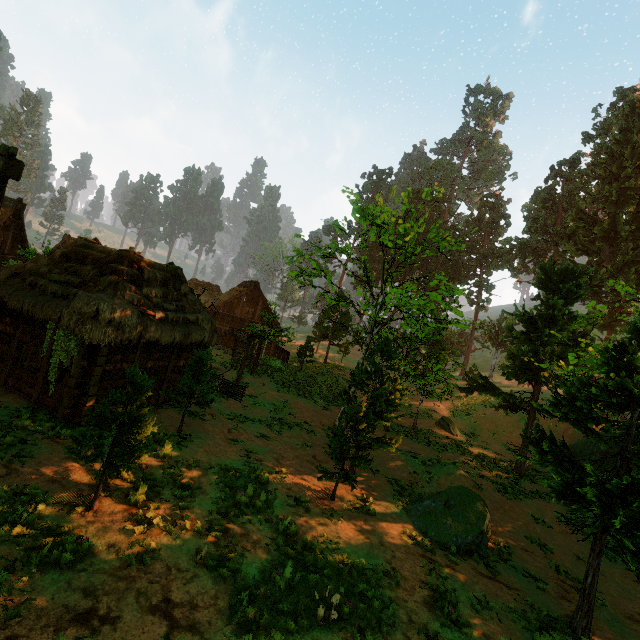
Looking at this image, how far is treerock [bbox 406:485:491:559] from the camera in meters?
10.9

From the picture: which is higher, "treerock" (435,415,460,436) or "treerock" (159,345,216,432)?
"treerock" (159,345,216,432)

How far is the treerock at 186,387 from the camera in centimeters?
1267cm

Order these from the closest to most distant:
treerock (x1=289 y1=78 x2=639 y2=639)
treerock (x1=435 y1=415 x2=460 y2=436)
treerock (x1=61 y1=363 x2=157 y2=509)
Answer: treerock (x1=61 y1=363 x2=157 y2=509) < treerock (x1=289 y1=78 x2=639 y2=639) < treerock (x1=435 y1=415 x2=460 y2=436)

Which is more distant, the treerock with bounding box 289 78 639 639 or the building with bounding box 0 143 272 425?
the building with bounding box 0 143 272 425

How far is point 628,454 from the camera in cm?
800

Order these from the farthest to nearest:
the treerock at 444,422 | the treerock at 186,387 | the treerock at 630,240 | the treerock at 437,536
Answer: the treerock at 444,422 < the treerock at 186,387 < the treerock at 437,536 < the treerock at 630,240
